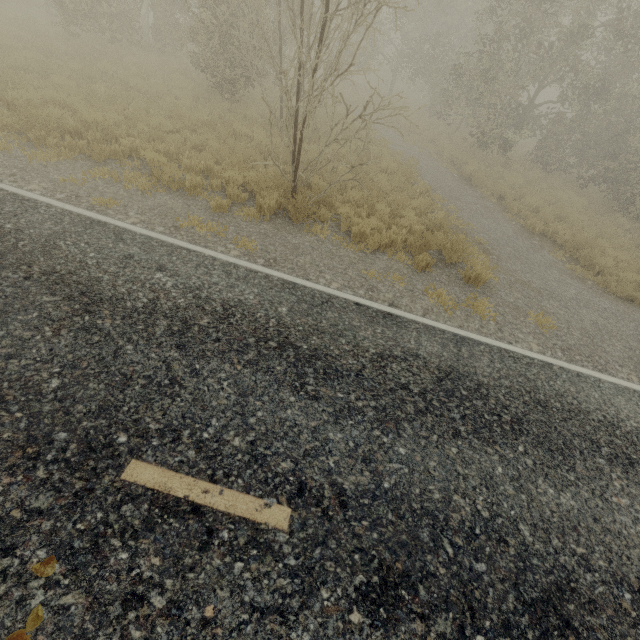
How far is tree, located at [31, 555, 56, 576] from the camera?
2.2 meters

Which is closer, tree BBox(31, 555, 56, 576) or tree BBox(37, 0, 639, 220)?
tree BBox(31, 555, 56, 576)

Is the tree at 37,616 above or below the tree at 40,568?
below

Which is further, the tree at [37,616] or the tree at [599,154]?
the tree at [599,154]

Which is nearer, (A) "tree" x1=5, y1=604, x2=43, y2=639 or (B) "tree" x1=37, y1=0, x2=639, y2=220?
(A) "tree" x1=5, y1=604, x2=43, y2=639

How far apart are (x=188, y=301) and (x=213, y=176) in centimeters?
520cm

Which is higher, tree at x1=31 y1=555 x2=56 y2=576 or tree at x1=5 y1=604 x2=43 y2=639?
tree at x1=31 y1=555 x2=56 y2=576
